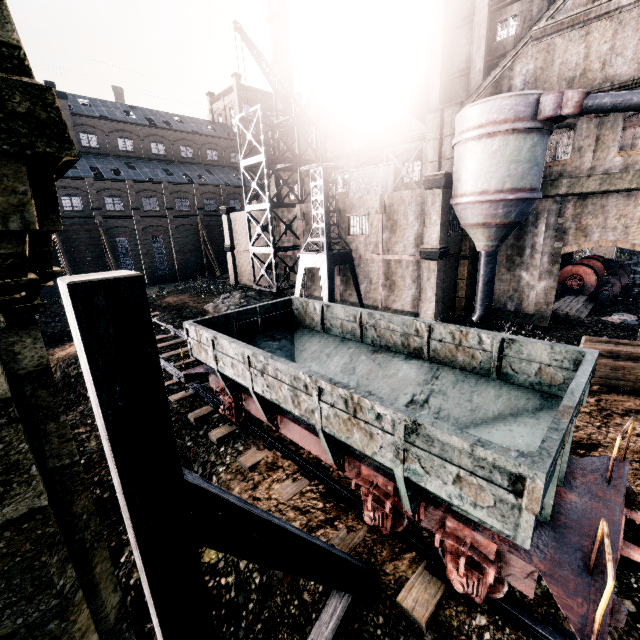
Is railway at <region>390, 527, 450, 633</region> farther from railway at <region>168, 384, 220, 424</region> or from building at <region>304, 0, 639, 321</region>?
building at <region>304, 0, 639, 321</region>

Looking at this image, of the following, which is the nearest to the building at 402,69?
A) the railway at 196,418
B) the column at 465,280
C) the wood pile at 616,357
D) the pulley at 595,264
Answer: the column at 465,280

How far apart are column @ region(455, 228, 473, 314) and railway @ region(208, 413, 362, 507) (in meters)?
19.42

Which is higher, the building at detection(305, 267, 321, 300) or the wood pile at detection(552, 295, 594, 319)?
the building at detection(305, 267, 321, 300)

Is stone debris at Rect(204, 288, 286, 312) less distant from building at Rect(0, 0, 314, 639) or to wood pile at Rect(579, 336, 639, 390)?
building at Rect(0, 0, 314, 639)

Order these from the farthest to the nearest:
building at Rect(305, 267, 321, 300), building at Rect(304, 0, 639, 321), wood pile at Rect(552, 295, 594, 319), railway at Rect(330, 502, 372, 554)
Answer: building at Rect(305, 267, 321, 300)
wood pile at Rect(552, 295, 594, 319)
building at Rect(304, 0, 639, 321)
railway at Rect(330, 502, 372, 554)

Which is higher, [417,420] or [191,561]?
[417,420]

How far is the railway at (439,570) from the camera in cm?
597
